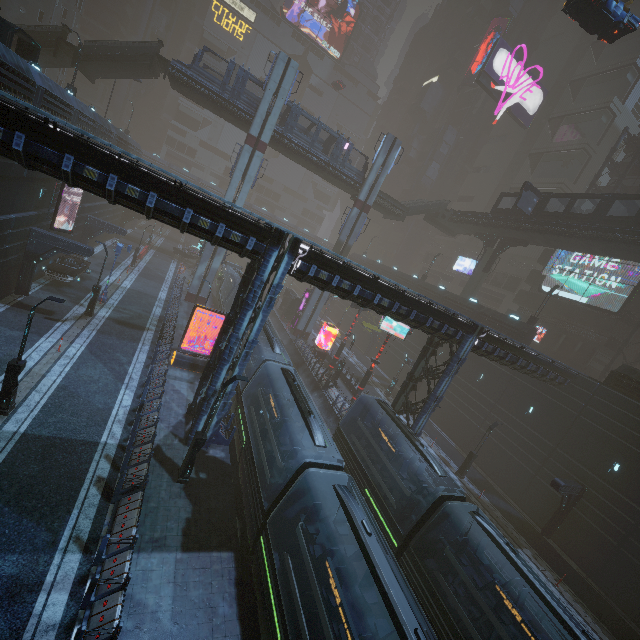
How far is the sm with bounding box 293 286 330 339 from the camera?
41.7 meters

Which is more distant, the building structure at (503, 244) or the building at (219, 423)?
the building structure at (503, 244)

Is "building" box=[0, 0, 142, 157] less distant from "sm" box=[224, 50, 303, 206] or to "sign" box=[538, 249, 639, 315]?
"sign" box=[538, 249, 639, 315]

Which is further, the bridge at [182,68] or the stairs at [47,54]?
the bridge at [182,68]

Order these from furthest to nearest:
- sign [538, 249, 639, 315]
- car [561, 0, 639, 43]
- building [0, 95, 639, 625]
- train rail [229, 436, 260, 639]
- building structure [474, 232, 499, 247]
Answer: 1. building structure [474, 232, 499, 247]
2. sign [538, 249, 639, 315]
3. car [561, 0, 639, 43]
4. building [0, 95, 639, 625]
5. train rail [229, 436, 260, 639]

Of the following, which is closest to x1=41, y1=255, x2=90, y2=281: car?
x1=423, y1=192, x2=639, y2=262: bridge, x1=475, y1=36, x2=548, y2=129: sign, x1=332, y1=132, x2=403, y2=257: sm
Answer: x1=332, y1=132, x2=403, y2=257: sm

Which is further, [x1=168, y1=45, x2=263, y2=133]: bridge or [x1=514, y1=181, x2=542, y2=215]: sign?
[x1=514, y1=181, x2=542, y2=215]: sign

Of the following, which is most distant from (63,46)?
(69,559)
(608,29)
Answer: (608,29)
